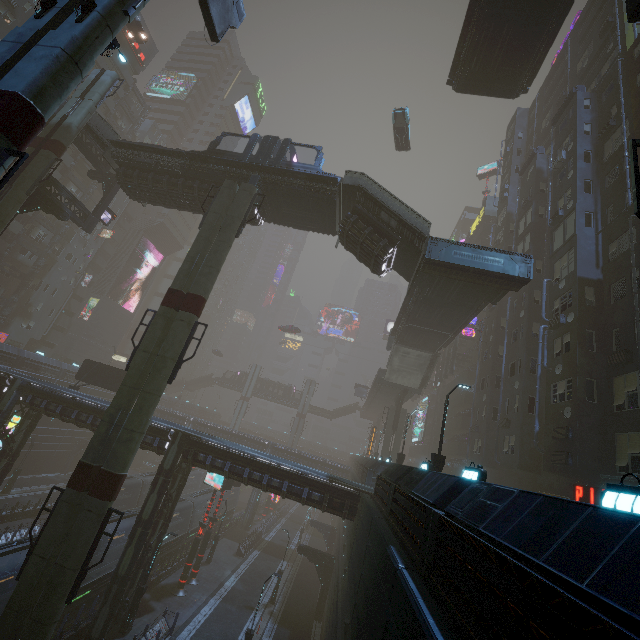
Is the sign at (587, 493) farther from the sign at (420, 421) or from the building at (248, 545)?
the sign at (420, 421)

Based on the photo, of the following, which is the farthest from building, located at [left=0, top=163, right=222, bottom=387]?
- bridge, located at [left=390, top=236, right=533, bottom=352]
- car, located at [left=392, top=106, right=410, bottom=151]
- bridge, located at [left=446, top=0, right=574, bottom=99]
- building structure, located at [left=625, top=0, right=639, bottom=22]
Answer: building structure, located at [left=625, top=0, right=639, bottom=22]

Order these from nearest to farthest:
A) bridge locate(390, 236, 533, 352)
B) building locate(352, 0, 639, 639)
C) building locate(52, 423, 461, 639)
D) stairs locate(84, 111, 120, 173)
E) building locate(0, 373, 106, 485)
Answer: building locate(352, 0, 639, 639) < building locate(52, 423, 461, 639) < bridge locate(390, 236, 533, 352) < building locate(0, 373, 106, 485) < stairs locate(84, 111, 120, 173)

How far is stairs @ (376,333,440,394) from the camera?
36.4m

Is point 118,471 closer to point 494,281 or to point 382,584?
point 382,584

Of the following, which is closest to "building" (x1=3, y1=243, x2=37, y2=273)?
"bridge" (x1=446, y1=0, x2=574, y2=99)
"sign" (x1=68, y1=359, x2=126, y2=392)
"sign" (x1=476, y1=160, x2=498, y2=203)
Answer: "sign" (x1=68, y1=359, x2=126, y2=392)

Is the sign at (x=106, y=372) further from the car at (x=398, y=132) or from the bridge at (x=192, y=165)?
the car at (x=398, y=132)

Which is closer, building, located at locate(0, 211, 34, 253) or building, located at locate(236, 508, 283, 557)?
building, located at locate(236, 508, 283, 557)
